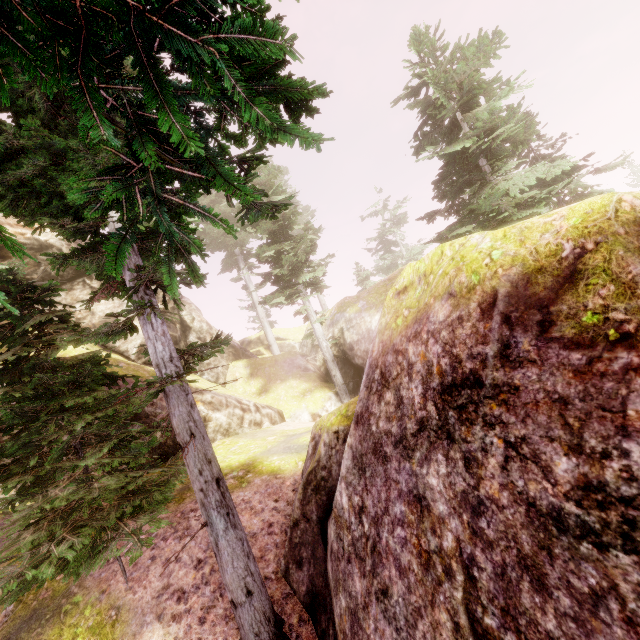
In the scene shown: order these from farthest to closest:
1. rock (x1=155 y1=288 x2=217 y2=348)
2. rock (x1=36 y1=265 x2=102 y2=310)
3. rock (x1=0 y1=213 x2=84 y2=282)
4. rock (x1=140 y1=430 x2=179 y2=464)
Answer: rock (x1=155 y1=288 x2=217 y2=348) → rock (x1=36 y1=265 x2=102 y2=310) → rock (x1=0 y1=213 x2=84 y2=282) → rock (x1=140 y1=430 x2=179 y2=464)

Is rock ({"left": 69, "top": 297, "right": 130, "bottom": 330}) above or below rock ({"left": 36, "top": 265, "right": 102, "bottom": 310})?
below

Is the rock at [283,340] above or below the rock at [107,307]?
below

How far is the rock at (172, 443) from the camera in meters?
12.2 m

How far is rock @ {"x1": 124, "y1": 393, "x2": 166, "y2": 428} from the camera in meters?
12.3 m

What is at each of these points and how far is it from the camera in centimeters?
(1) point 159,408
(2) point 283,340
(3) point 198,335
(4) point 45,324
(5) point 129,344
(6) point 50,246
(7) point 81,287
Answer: (1) rock, 1261cm
(2) rock, 3247cm
(3) rock, 2152cm
(4) instancedfoliageactor, 752cm
(5) rock, 1769cm
(6) rock, 1866cm
(7) rock, 1973cm

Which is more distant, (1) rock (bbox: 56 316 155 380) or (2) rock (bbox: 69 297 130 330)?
(2) rock (bbox: 69 297 130 330)
